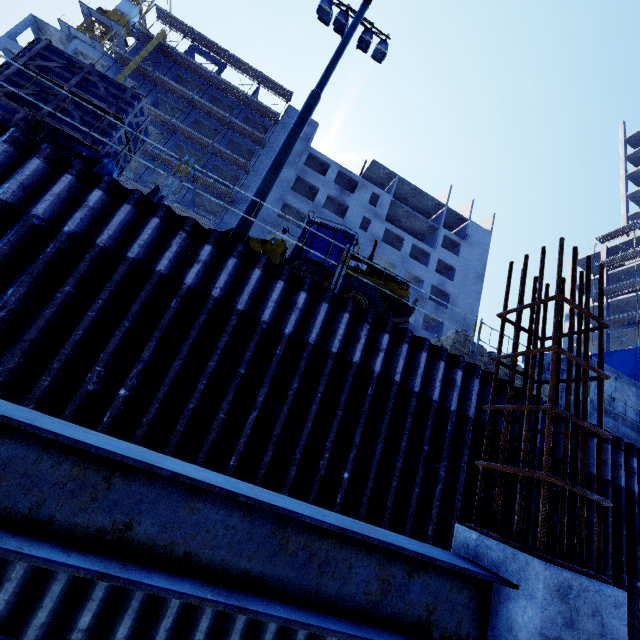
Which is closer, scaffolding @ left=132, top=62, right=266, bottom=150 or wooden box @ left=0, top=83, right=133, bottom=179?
Result: wooden box @ left=0, top=83, right=133, bottom=179

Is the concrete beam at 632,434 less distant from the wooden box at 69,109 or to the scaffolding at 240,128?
the wooden box at 69,109

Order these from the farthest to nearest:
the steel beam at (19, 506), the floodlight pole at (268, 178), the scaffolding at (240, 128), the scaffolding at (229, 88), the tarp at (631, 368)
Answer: the scaffolding at (229, 88) < the scaffolding at (240, 128) < the tarp at (631, 368) < the floodlight pole at (268, 178) < the steel beam at (19, 506)

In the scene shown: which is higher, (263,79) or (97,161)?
(263,79)

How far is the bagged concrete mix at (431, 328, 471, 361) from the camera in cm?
884

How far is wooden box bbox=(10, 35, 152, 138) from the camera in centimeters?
668cm

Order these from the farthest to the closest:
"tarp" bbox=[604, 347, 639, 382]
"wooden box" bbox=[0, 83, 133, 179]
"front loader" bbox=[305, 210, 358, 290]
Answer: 1. "tarp" bbox=[604, 347, 639, 382]
2. "front loader" bbox=[305, 210, 358, 290]
3. "wooden box" bbox=[0, 83, 133, 179]

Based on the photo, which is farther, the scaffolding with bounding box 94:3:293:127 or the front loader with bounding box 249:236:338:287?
the scaffolding with bounding box 94:3:293:127
